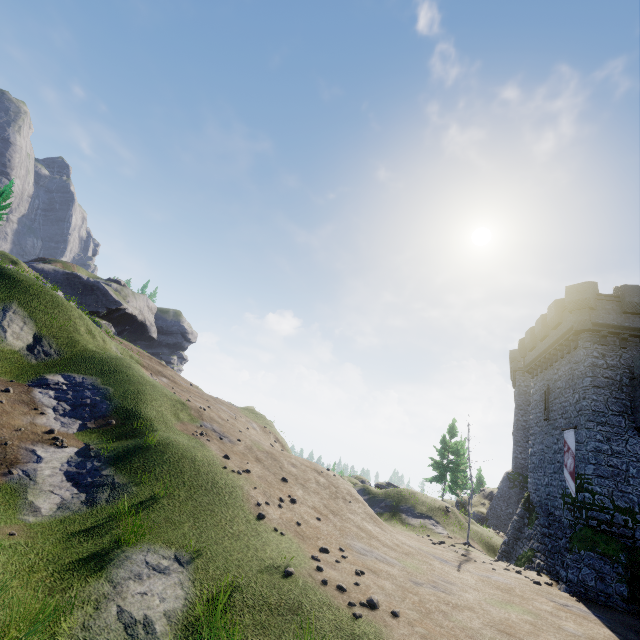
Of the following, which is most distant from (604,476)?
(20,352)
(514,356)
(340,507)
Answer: (514,356)

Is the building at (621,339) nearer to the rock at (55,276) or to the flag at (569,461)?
the flag at (569,461)

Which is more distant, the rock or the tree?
the rock

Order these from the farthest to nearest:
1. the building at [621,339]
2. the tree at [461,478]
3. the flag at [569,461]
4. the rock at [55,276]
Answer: the rock at [55,276]
the tree at [461,478]
the flag at [569,461]
the building at [621,339]

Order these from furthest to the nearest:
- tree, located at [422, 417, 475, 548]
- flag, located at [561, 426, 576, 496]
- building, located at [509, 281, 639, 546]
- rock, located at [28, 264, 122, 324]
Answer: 1. rock, located at [28, 264, 122, 324]
2. tree, located at [422, 417, 475, 548]
3. flag, located at [561, 426, 576, 496]
4. building, located at [509, 281, 639, 546]

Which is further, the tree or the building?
the tree

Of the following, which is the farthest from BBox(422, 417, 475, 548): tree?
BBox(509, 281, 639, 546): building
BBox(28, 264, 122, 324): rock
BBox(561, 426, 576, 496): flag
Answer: BBox(28, 264, 122, 324): rock

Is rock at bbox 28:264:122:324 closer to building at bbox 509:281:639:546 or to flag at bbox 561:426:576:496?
building at bbox 509:281:639:546
